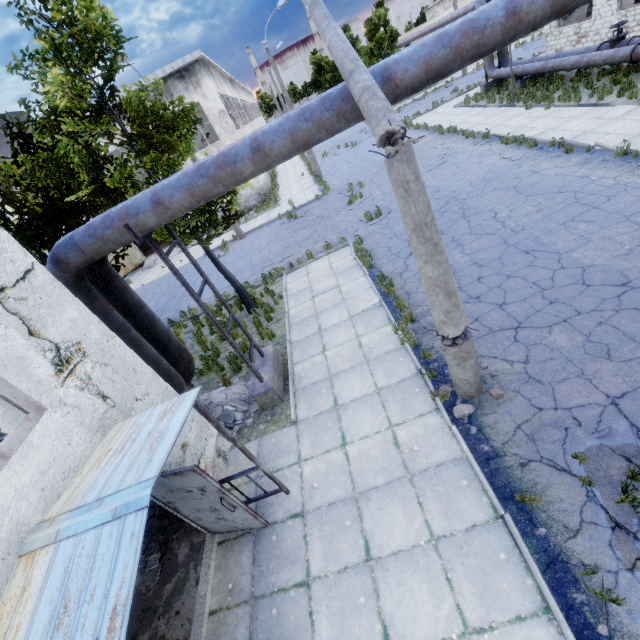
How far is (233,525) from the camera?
5.73m

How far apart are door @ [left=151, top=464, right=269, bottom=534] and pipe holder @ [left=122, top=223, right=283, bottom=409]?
2.70m

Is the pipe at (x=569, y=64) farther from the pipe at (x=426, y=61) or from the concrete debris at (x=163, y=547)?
the concrete debris at (x=163, y=547)

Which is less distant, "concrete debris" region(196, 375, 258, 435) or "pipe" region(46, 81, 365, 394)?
"pipe" region(46, 81, 365, 394)

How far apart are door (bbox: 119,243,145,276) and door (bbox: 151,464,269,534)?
25.4m

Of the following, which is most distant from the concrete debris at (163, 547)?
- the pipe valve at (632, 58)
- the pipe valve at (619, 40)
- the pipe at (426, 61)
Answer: the pipe valve at (619, 40)

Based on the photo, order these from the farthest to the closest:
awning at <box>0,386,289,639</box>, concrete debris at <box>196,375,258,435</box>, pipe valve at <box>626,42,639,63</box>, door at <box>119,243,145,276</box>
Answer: door at <box>119,243,145,276</box> < pipe valve at <box>626,42,639,63</box> < concrete debris at <box>196,375,258,435</box> < awning at <box>0,386,289,639</box>

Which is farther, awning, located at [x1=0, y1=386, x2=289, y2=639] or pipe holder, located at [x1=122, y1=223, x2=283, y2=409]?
pipe holder, located at [x1=122, y1=223, x2=283, y2=409]
